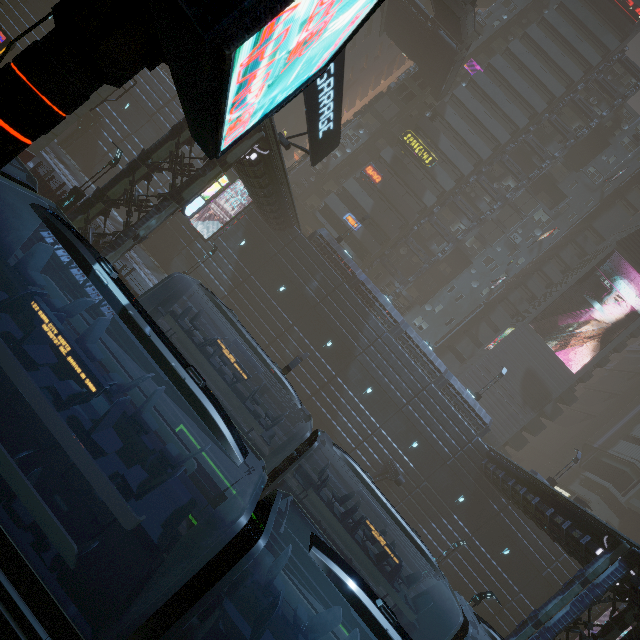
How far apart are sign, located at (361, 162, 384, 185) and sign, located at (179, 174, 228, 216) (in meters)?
25.53

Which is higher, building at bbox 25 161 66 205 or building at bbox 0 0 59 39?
building at bbox 0 0 59 39

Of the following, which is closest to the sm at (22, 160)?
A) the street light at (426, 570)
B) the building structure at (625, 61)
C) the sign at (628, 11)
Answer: the street light at (426, 570)

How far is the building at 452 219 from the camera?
41.8 meters

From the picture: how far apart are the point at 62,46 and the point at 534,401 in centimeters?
4743cm

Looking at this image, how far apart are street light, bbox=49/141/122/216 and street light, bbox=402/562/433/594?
32.28m

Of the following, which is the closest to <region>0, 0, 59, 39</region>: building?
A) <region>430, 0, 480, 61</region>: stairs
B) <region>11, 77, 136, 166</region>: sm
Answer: <region>11, 77, 136, 166</region>: sm

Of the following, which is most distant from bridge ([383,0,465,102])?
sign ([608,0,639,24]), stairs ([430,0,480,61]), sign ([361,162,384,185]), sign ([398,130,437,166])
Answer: sign ([608,0,639,24])
